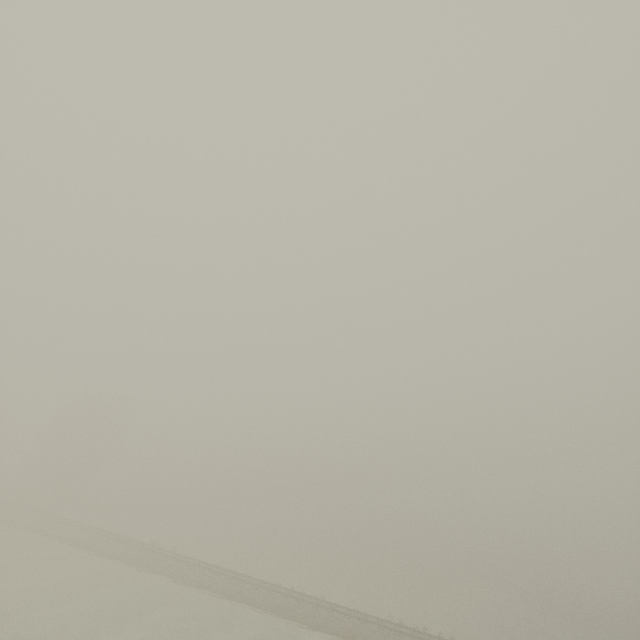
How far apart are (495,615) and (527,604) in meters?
16.3 m
